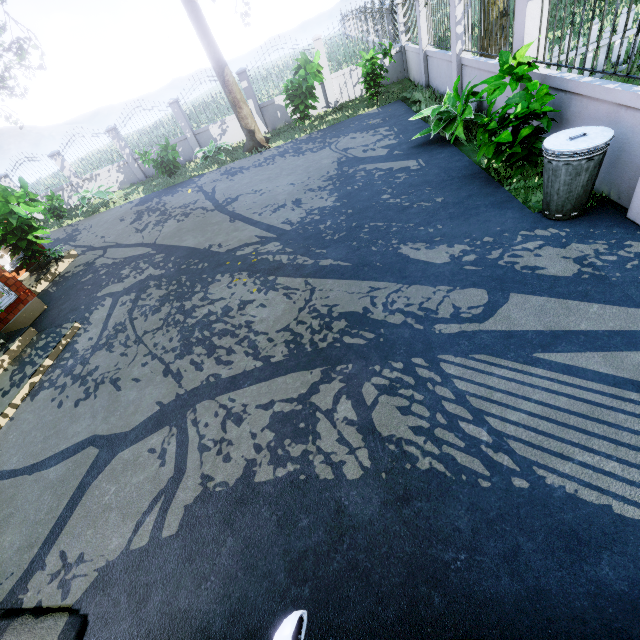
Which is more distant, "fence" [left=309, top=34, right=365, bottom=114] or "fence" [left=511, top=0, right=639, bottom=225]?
"fence" [left=309, top=34, right=365, bottom=114]

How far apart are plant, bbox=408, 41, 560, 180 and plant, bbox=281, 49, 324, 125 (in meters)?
7.69

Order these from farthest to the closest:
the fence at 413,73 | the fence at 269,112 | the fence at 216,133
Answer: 1. the fence at 216,133
2. the fence at 269,112
3. the fence at 413,73

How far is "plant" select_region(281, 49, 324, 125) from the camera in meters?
10.9

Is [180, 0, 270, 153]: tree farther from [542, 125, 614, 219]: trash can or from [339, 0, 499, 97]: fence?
[542, 125, 614, 219]: trash can

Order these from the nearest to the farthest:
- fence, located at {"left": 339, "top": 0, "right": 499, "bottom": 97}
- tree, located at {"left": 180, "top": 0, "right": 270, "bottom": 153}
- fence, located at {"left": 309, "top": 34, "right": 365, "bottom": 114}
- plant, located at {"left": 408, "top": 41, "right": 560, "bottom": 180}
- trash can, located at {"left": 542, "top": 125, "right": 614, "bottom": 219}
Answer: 1. trash can, located at {"left": 542, "top": 125, "right": 614, "bottom": 219}
2. plant, located at {"left": 408, "top": 41, "right": 560, "bottom": 180}
3. fence, located at {"left": 339, "top": 0, "right": 499, "bottom": 97}
4. tree, located at {"left": 180, "top": 0, "right": 270, "bottom": 153}
5. fence, located at {"left": 309, "top": 34, "right": 365, "bottom": 114}

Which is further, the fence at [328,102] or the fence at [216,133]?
the fence at [216,133]

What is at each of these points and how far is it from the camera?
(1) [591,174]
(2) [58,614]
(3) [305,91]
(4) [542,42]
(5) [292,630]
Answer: (1) trash can, 3.8 meters
(2) garage entrance, 2.7 meters
(3) plant, 11.4 meters
(4) fence, 5.1 meters
(5) car, 1.3 meters
